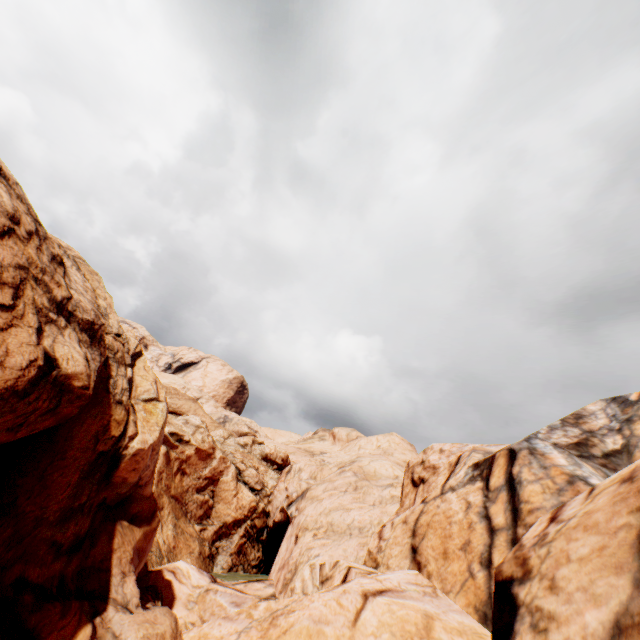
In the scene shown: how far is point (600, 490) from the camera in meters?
5.7 m
